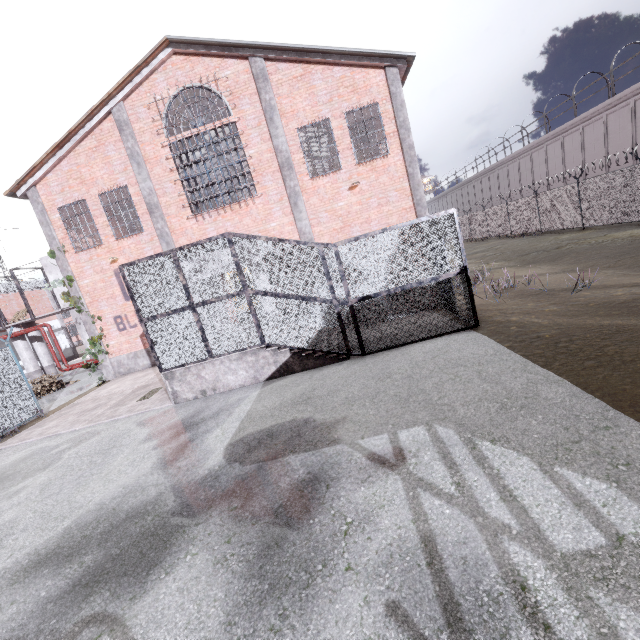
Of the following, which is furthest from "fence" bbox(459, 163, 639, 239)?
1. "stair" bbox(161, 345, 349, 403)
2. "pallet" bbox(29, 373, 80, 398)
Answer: "stair" bbox(161, 345, 349, 403)

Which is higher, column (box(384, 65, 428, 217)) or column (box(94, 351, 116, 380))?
column (box(384, 65, 428, 217))

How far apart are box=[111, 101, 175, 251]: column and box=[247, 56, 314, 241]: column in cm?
533

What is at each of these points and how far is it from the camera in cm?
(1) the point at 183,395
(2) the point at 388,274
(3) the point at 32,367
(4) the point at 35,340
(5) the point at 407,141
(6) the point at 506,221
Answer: (1) stair, 898
(2) metal cage, 808
(3) column, 1988
(4) column, 2055
(5) column, 1284
(6) fence, 2764

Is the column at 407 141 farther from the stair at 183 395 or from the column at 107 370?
the column at 107 370

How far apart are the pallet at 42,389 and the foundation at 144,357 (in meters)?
3.95

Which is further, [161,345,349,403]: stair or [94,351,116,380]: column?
[94,351,116,380]: column

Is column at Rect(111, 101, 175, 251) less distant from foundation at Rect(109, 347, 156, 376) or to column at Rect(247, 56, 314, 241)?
foundation at Rect(109, 347, 156, 376)
